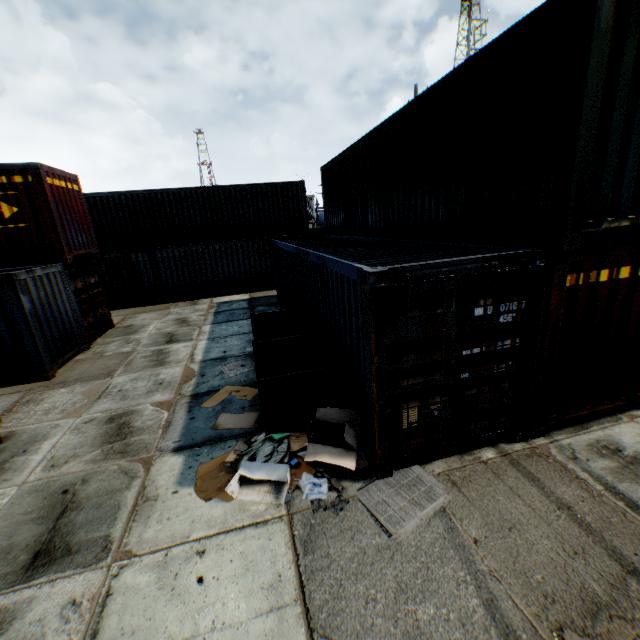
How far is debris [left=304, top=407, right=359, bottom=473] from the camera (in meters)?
4.50

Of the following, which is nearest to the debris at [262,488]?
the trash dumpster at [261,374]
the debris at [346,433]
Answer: the debris at [346,433]

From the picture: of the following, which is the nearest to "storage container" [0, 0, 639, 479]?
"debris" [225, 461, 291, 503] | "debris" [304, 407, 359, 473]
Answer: "debris" [304, 407, 359, 473]

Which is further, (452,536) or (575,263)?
(575,263)

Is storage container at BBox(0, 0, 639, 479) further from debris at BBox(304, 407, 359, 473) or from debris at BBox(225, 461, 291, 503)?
debris at BBox(225, 461, 291, 503)

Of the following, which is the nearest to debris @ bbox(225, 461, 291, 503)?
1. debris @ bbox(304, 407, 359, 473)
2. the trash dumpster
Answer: debris @ bbox(304, 407, 359, 473)

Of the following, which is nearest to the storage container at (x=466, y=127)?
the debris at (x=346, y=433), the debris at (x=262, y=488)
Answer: the debris at (x=346, y=433)

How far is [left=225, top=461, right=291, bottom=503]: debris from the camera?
4.5m
